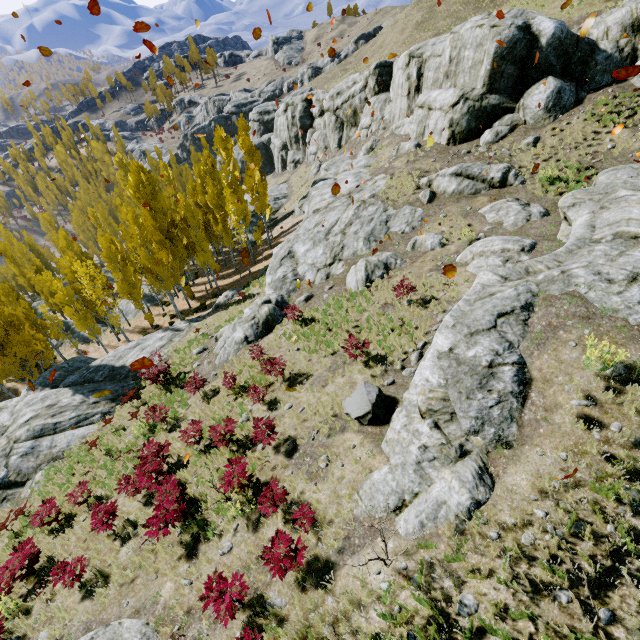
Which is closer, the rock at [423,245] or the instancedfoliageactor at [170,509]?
the instancedfoliageactor at [170,509]

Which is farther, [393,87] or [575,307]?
[393,87]

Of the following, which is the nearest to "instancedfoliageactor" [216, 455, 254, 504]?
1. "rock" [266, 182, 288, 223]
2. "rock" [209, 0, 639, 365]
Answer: "rock" [209, 0, 639, 365]

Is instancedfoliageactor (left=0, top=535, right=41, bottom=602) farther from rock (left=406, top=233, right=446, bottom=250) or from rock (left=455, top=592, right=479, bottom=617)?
rock (left=406, top=233, right=446, bottom=250)

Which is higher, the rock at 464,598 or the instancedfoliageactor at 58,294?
the rock at 464,598

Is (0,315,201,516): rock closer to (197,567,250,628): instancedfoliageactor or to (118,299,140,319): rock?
(197,567,250,628): instancedfoliageactor

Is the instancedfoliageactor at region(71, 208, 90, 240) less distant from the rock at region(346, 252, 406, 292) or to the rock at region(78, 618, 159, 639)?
the rock at region(78, 618, 159, 639)

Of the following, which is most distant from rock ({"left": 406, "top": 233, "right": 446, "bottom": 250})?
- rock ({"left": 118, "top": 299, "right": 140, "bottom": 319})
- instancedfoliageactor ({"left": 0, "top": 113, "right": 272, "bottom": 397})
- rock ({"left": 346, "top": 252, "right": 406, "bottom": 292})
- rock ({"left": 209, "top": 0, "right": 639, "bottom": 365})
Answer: rock ({"left": 118, "top": 299, "right": 140, "bottom": 319})
